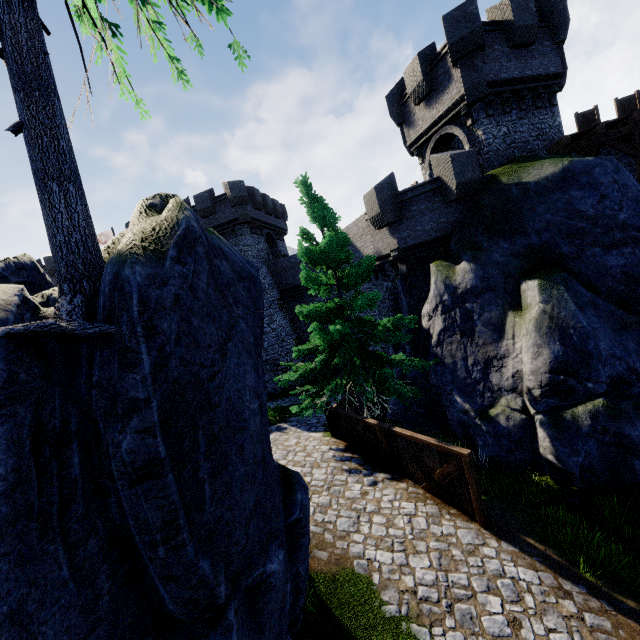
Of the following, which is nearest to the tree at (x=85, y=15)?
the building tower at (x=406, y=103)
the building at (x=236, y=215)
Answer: the building tower at (x=406, y=103)

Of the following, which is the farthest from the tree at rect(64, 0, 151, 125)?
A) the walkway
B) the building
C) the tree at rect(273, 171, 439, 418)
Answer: the building

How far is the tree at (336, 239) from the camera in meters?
11.4

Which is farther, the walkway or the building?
the building

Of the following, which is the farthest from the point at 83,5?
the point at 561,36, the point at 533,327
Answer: the point at 561,36

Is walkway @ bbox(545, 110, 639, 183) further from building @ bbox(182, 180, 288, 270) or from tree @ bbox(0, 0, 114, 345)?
building @ bbox(182, 180, 288, 270)

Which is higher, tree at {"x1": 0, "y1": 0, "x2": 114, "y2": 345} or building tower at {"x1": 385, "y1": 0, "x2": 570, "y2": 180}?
building tower at {"x1": 385, "y1": 0, "x2": 570, "y2": 180}

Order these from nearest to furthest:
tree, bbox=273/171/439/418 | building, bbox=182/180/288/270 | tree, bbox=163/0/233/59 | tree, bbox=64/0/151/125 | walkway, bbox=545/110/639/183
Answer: tree, bbox=64/0/151/125 < tree, bbox=163/0/233/59 < tree, bbox=273/171/439/418 < walkway, bbox=545/110/639/183 < building, bbox=182/180/288/270
